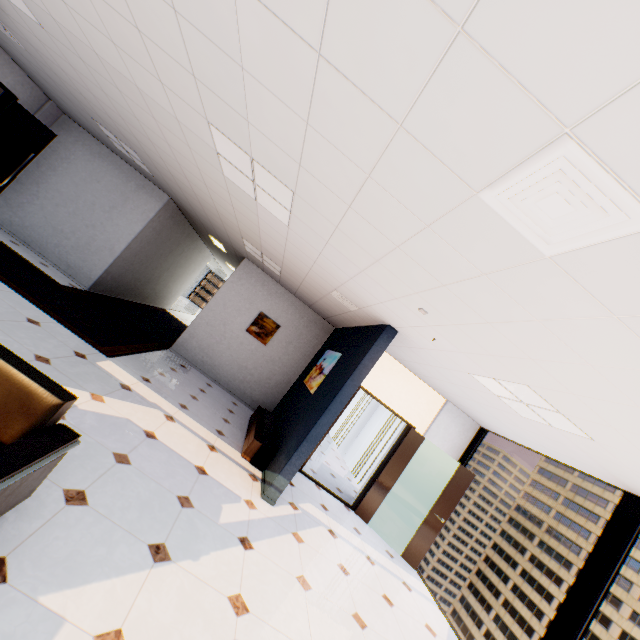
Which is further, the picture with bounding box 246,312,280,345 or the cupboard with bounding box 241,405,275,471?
the picture with bounding box 246,312,280,345

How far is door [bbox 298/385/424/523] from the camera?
6.4 meters

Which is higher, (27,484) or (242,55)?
(242,55)

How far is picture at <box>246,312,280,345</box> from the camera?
8.2m

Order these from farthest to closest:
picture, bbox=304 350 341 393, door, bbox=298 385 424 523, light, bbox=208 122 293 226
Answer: door, bbox=298 385 424 523 → picture, bbox=304 350 341 393 → light, bbox=208 122 293 226

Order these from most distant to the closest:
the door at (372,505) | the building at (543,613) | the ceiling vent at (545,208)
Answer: the building at (543,613), the door at (372,505), the ceiling vent at (545,208)

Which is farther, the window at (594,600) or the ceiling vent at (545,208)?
the window at (594,600)

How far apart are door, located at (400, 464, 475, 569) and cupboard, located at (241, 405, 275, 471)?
3.24m
